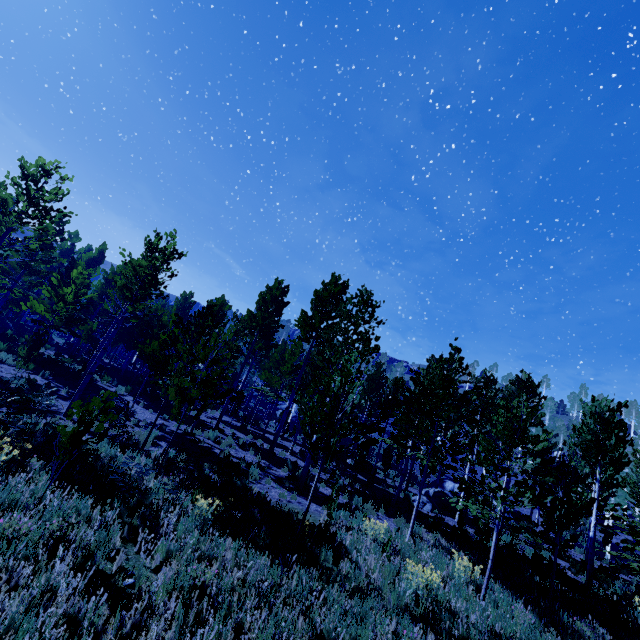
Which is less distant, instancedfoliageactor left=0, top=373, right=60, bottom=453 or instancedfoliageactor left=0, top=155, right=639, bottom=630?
instancedfoliageactor left=0, top=373, right=60, bottom=453

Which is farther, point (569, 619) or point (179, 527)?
point (569, 619)

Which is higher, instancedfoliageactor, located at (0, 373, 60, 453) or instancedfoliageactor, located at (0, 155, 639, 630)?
instancedfoliageactor, located at (0, 155, 639, 630)

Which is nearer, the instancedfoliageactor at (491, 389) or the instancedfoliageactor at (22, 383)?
the instancedfoliageactor at (22, 383)

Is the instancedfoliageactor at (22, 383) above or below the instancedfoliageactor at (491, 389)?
below
